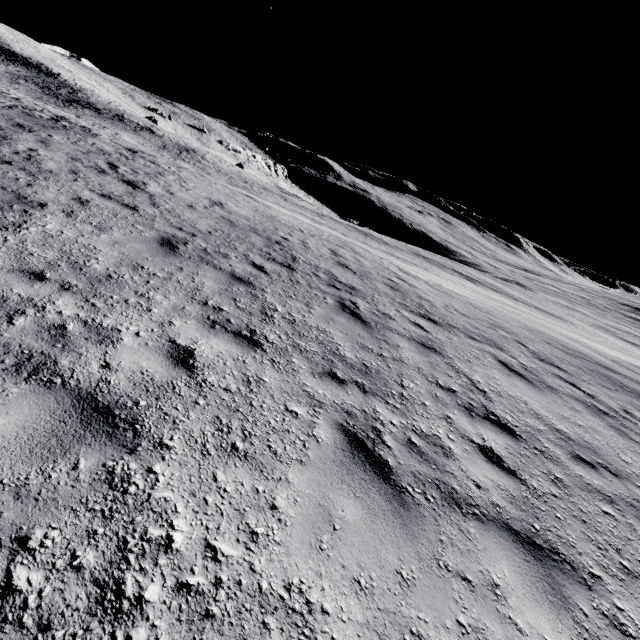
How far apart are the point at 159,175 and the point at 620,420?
16.36m
